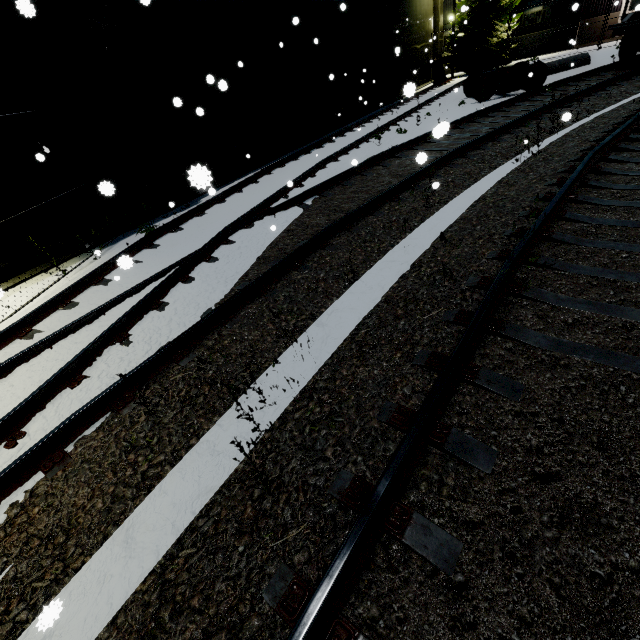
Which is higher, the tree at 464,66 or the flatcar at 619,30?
the flatcar at 619,30

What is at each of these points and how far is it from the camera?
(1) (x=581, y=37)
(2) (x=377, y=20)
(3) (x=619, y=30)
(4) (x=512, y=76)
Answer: (1) building, 25.08m
(2) vent duct, 17.77m
(3) flatcar, 12.72m
(4) bogie, 13.84m

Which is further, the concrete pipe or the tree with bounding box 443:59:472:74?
the tree with bounding box 443:59:472:74

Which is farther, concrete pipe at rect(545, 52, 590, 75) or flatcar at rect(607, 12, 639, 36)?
concrete pipe at rect(545, 52, 590, 75)

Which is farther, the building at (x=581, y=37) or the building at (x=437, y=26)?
the building at (x=581, y=37)

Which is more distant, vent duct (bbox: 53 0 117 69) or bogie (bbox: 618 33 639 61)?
bogie (bbox: 618 33 639 61)

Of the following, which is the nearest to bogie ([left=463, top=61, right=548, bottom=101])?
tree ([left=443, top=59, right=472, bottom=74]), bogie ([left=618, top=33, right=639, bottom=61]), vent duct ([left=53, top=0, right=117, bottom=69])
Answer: bogie ([left=618, top=33, right=639, bottom=61])

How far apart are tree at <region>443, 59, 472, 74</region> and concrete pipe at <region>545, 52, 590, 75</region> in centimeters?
779cm
